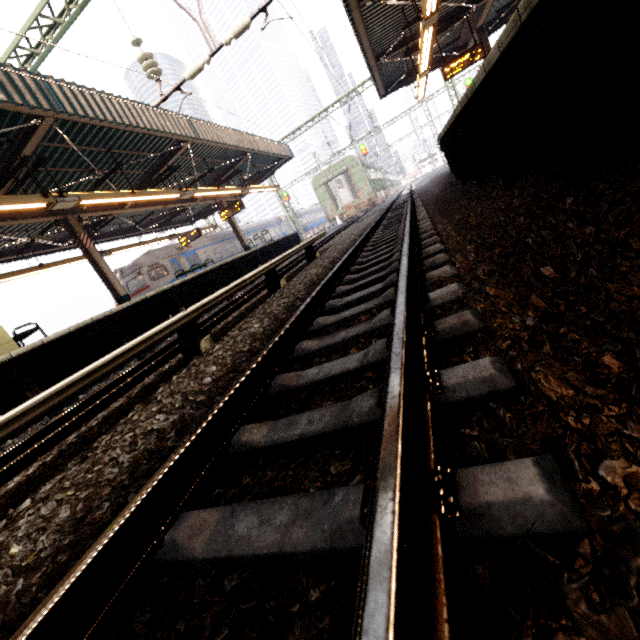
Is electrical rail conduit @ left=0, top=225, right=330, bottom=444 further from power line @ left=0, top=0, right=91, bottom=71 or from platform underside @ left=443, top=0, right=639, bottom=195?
power line @ left=0, top=0, right=91, bottom=71

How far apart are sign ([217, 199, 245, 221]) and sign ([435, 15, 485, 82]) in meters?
10.5 m

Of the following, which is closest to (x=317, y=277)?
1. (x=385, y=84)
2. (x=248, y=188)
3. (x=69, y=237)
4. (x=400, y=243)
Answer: (x=400, y=243)

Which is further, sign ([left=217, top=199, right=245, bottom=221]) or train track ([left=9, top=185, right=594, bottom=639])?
sign ([left=217, top=199, right=245, bottom=221])

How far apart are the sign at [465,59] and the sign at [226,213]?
10.5m

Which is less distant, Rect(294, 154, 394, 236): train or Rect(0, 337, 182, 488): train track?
Rect(0, 337, 182, 488): train track

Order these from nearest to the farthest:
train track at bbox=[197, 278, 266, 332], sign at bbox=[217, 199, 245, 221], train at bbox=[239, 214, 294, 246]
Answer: train track at bbox=[197, 278, 266, 332] < sign at bbox=[217, 199, 245, 221] < train at bbox=[239, 214, 294, 246]

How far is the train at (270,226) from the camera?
28.4 meters
